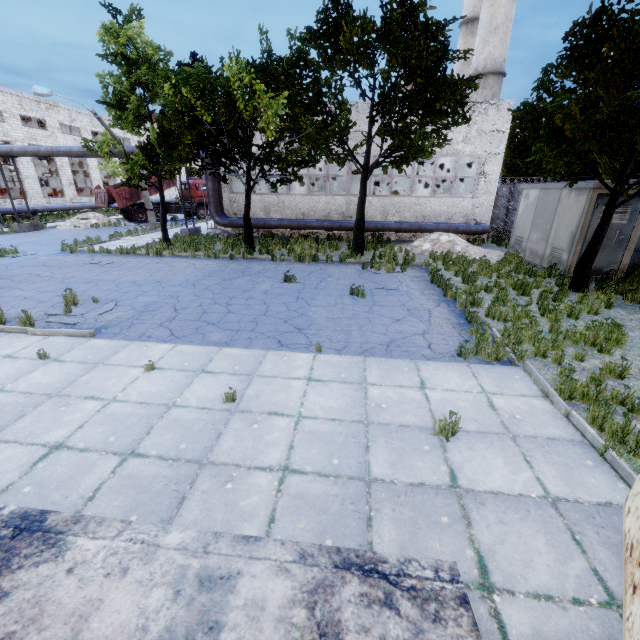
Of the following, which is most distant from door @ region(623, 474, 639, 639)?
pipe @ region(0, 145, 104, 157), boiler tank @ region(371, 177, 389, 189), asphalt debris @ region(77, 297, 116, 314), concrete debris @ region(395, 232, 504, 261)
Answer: boiler tank @ region(371, 177, 389, 189)

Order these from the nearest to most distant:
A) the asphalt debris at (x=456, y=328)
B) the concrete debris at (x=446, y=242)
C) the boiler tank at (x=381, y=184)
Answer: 1. the asphalt debris at (x=456, y=328)
2. the concrete debris at (x=446, y=242)
3. the boiler tank at (x=381, y=184)

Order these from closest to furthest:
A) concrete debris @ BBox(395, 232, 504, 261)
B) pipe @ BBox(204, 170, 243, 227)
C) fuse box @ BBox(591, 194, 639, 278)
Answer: fuse box @ BBox(591, 194, 639, 278)
concrete debris @ BBox(395, 232, 504, 261)
pipe @ BBox(204, 170, 243, 227)

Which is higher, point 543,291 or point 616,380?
point 543,291

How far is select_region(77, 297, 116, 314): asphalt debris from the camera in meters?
8.5

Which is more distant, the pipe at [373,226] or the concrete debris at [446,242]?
the pipe at [373,226]

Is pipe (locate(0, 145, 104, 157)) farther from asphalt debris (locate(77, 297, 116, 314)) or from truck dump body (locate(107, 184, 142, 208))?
asphalt debris (locate(77, 297, 116, 314))

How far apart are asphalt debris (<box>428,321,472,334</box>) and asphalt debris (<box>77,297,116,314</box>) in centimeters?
819cm
